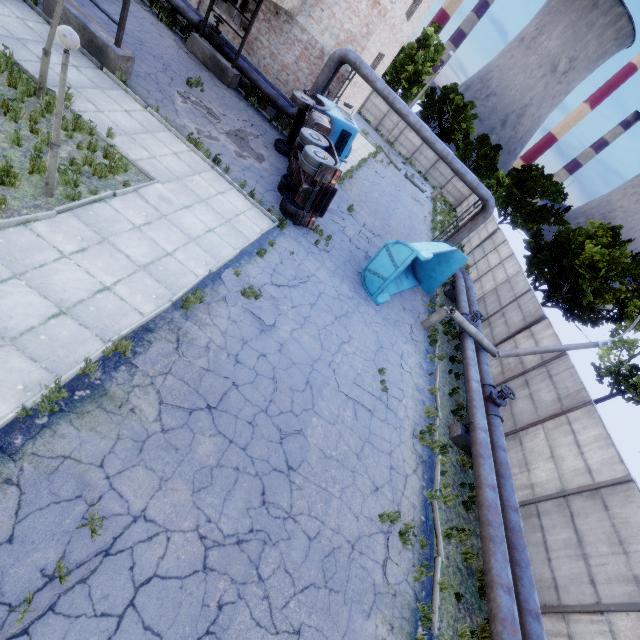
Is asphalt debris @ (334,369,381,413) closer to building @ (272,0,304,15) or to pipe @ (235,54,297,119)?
pipe @ (235,54,297,119)

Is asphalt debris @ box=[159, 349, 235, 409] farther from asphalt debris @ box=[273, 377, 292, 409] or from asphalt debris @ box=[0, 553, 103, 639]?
asphalt debris @ box=[0, 553, 103, 639]

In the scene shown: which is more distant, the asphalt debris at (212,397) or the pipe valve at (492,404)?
the pipe valve at (492,404)

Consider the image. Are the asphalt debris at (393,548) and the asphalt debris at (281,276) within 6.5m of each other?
no

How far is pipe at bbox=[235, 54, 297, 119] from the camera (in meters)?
18.14

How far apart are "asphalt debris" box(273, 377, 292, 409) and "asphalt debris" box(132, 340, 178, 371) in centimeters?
101cm

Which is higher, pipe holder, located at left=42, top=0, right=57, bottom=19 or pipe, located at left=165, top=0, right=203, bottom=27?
pipe, located at left=165, top=0, right=203, bottom=27

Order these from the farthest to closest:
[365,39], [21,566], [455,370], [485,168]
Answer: [485,168]
[365,39]
[455,370]
[21,566]
